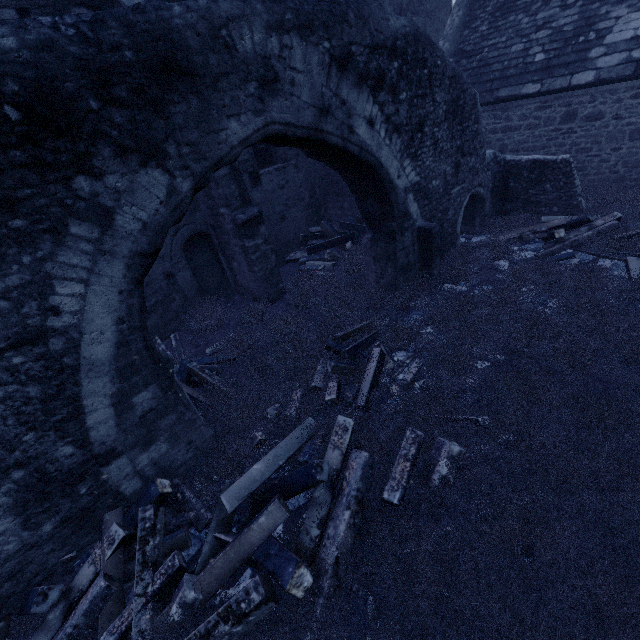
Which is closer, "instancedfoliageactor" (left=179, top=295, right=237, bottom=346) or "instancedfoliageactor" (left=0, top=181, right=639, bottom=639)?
"instancedfoliageactor" (left=0, top=181, right=639, bottom=639)

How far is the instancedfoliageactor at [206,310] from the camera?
7.3m

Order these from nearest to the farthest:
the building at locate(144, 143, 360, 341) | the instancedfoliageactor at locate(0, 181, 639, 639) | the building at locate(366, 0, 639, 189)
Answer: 1. the instancedfoliageactor at locate(0, 181, 639, 639)
2. the building at locate(144, 143, 360, 341)
3. the building at locate(366, 0, 639, 189)

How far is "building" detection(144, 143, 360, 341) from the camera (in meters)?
7.03

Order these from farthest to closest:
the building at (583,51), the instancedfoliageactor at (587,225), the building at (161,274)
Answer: the building at (583,51), the building at (161,274), the instancedfoliageactor at (587,225)

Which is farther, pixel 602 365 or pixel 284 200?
pixel 284 200

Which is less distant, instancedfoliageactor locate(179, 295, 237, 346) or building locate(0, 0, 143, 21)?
building locate(0, 0, 143, 21)
